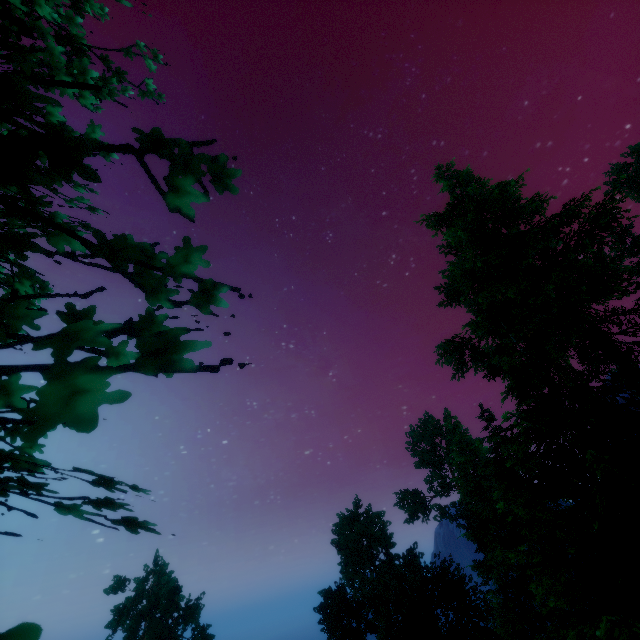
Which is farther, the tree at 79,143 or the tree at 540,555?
the tree at 540,555

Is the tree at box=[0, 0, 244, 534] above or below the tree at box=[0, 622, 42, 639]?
above

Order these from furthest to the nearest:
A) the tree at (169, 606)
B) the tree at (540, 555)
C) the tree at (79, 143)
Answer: the tree at (169, 606) < the tree at (540, 555) < the tree at (79, 143)

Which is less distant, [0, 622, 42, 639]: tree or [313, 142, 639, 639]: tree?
[0, 622, 42, 639]: tree

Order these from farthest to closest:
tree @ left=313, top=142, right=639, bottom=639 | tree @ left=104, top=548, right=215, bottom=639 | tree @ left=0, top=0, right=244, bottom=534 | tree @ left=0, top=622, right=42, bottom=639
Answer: tree @ left=104, top=548, right=215, bottom=639
tree @ left=313, top=142, right=639, bottom=639
tree @ left=0, top=0, right=244, bottom=534
tree @ left=0, top=622, right=42, bottom=639

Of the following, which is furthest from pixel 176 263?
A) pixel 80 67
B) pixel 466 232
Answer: pixel 466 232
